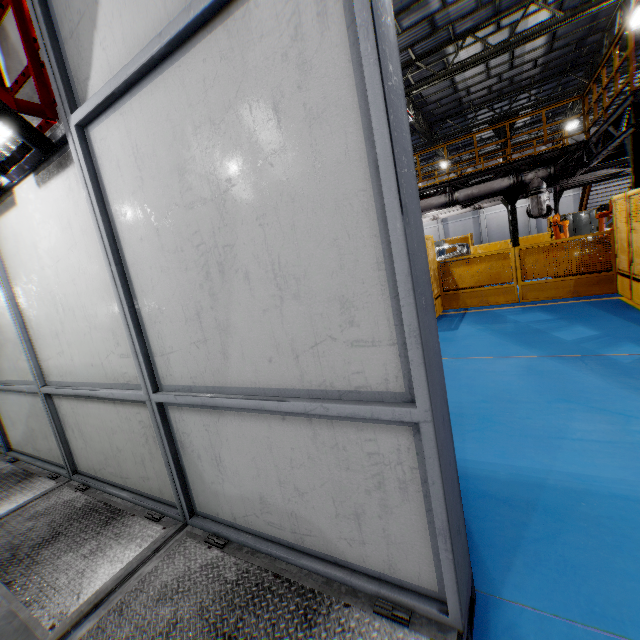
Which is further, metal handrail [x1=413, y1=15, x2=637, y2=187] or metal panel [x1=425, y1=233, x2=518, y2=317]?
metal panel [x1=425, y1=233, x2=518, y2=317]

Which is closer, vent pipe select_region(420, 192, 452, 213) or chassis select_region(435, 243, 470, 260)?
vent pipe select_region(420, 192, 452, 213)

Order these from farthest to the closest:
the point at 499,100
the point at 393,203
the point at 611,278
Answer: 1. the point at 499,100
2. the point at 611,278
3. the point at 393,203

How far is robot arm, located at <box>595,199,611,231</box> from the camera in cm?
993

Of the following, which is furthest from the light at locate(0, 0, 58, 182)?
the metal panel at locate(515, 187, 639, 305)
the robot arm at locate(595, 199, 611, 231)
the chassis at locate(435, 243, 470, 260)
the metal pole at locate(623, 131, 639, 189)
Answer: the chassis at locate(435, 243, 470, 260)

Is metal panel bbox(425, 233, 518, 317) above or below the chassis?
below

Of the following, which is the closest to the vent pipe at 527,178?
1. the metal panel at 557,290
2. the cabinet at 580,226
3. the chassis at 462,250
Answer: the chassis at 462,250

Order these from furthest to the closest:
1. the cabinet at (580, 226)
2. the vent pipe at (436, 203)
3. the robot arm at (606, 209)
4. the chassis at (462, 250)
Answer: the cabinet at (580, 226) < the chassis at (462, 250) < the vent pipe at (436, 203) < the robot arm at (606, 209)
